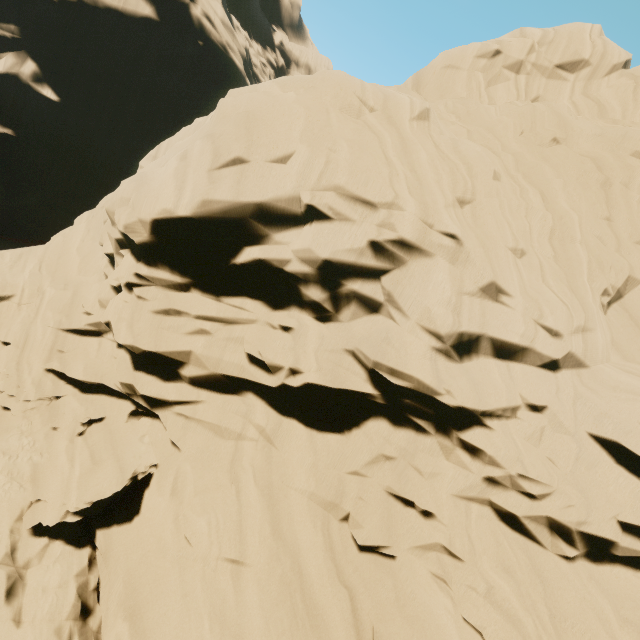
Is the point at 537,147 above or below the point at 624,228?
above
